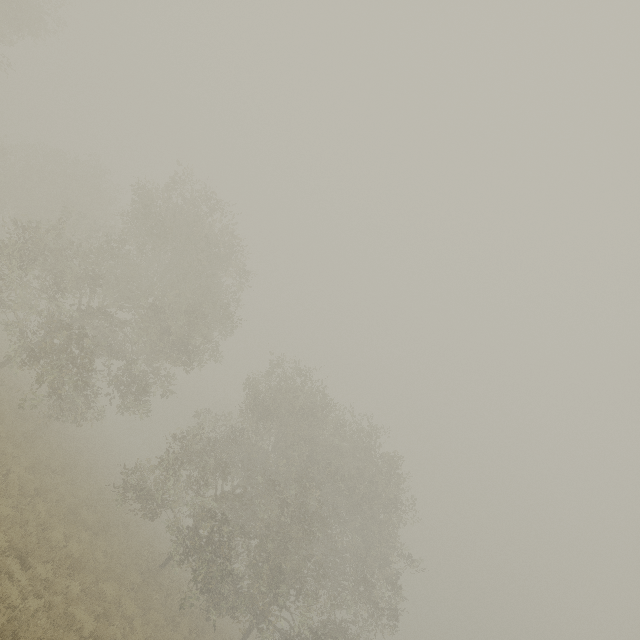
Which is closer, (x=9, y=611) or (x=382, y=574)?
(x=9, y=611)
